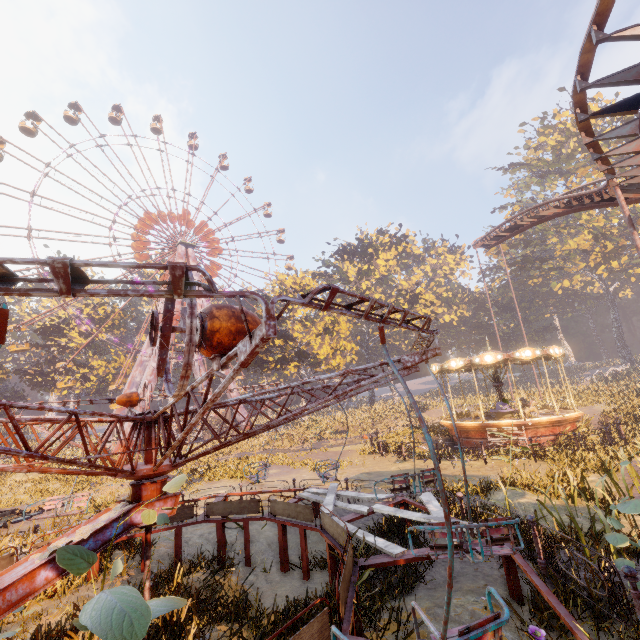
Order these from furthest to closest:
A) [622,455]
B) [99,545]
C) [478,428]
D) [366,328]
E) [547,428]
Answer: [366,328] < [478,428] < [547,428] < [622,455] < [99,545]

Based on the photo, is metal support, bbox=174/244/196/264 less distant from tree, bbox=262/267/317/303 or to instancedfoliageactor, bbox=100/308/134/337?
instancedfoliageactor, bbox=100/308/134/337

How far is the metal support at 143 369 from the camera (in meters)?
35.75

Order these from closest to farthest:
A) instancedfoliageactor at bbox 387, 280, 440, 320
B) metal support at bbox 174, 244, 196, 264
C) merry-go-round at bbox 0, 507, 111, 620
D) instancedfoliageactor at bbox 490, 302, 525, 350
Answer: merry-go-round at bbox 0, 507, 111, 620
metal support at bbox 174, 244, 196, 264
instancedfoliageactor at bbox 387, 280, 440, 320
instancedfoliageactor at bbox 490, 302, 525, 350

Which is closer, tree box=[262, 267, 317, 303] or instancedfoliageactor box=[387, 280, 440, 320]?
tree box=[262, 267, 317, 303]

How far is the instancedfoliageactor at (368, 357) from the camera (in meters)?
53.29

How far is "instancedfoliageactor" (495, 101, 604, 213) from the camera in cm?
4550

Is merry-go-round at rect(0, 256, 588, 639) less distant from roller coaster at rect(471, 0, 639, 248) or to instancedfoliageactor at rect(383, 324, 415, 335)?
roller coaster at rect(471, 0, 639, 248)
